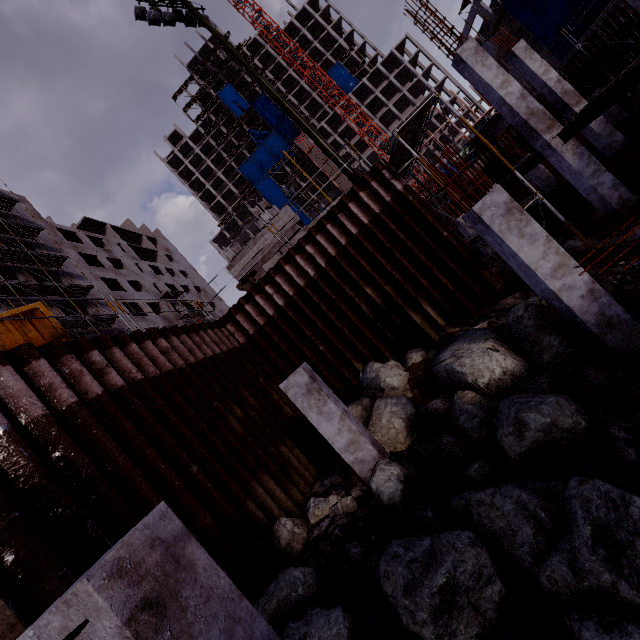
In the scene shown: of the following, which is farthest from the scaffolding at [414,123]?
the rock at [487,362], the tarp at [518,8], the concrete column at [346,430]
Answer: the tarp at [518,8]

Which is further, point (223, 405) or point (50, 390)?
point (223, 405)

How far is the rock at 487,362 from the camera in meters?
6.1 m

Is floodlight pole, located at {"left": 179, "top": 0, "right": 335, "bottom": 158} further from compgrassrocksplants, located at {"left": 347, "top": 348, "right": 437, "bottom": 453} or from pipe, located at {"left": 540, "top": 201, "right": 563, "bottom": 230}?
pipe, located at {"left": 540, "top": 201, "right": 563, "bottom": 230}

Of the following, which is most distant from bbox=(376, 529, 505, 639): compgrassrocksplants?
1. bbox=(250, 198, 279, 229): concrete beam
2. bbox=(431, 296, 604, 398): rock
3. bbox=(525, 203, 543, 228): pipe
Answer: bbox=(250, 198, 279, 229): concrete beam

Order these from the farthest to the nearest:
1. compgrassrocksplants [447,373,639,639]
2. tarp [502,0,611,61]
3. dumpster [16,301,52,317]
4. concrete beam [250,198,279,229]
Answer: tarp [502,0,611,61]
concrete beam [250,198,279,229]
dumpster [16,301,52,317]
compgrassrocksplants [447,373,639,639]

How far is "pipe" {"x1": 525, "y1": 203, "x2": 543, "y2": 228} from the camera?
15.9 meters

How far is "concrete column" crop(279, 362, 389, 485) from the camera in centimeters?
636cm
